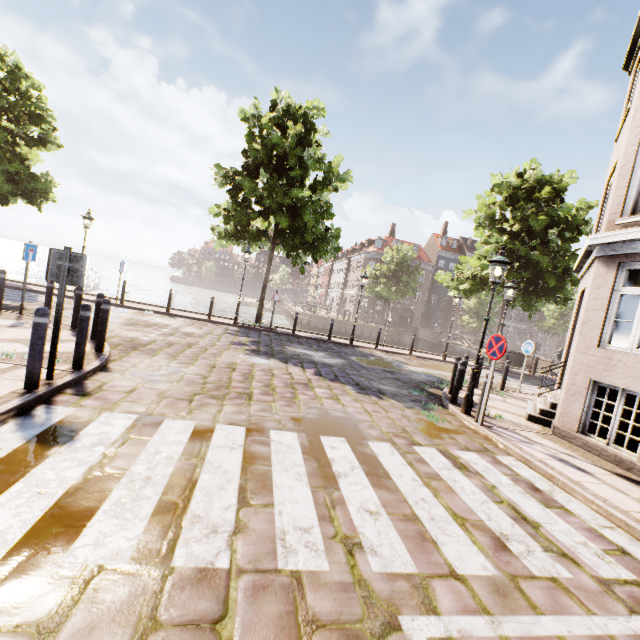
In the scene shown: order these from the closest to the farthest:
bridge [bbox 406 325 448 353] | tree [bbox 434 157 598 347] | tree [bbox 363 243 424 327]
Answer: tree [bbox 434 157 598 347]
bridge [bbox 406 325 448 353]
tree [bbox 363 243 424 327]

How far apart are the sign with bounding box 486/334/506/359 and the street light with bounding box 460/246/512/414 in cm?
56

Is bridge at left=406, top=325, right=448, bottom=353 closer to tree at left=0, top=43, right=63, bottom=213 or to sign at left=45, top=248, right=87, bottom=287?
tree at left=0, top=43, right=63, bottom=213

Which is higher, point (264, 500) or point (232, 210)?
point (232, 210)

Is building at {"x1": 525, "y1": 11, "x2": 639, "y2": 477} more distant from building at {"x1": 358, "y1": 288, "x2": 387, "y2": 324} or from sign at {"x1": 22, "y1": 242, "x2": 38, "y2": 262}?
building at {"x1": 358, "y1": 288, "x2": 387, "y2": 324}

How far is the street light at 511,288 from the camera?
11.0m

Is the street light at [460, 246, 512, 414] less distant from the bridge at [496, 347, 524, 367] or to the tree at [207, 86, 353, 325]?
the tree at [207, 86, 353, 325]

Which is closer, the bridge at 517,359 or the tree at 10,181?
the tree at 10,181
